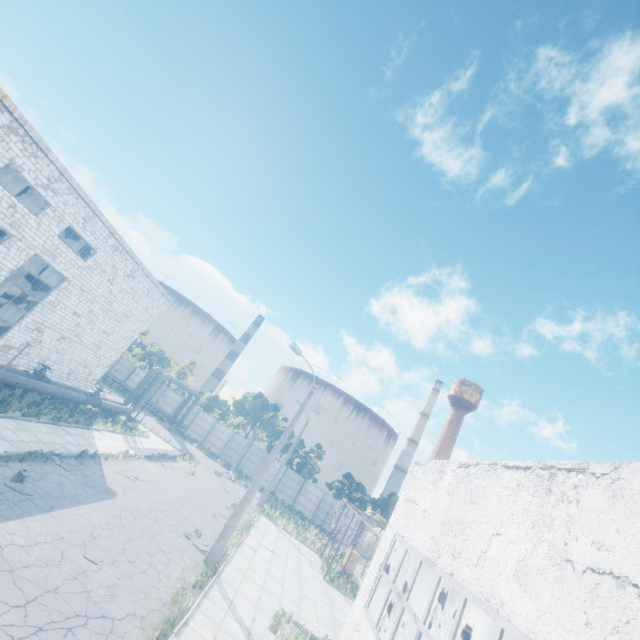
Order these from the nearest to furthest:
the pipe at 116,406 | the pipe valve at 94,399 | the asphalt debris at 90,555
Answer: the asphalt debris at 90,555
the pipe valve at 94,399
the pipe at 116,406

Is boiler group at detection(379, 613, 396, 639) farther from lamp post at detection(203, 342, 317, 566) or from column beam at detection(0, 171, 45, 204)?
column beam at detection(0, 171, 45, 204)

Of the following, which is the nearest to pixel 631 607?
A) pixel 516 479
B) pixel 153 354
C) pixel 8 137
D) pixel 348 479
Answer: pixel 516 479

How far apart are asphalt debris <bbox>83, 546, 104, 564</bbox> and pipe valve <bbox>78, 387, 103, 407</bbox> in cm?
1515

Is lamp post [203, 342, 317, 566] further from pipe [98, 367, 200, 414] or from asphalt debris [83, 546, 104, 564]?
pipe [98, 367, 200, 414]

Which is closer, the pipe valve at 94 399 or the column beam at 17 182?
the pipe valve at 94 399

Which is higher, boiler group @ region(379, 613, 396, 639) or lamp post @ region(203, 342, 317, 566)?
boiler group @ region(379, 613, 396, 639)

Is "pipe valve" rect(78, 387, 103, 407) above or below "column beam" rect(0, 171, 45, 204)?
below
